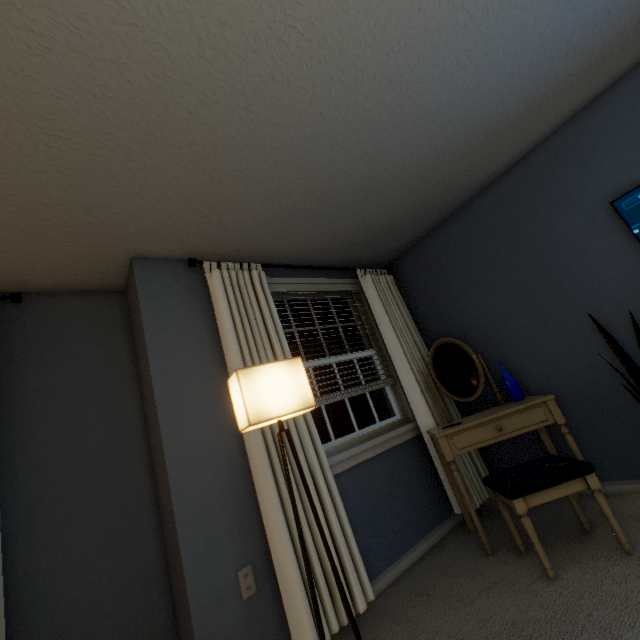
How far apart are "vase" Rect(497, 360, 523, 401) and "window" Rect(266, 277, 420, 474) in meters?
0.8

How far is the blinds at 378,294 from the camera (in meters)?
2.14

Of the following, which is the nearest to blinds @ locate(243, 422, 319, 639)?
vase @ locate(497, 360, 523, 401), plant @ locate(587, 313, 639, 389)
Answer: vase @ locate(497, 360, 523, 401)

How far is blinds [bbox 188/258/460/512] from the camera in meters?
2.1 m

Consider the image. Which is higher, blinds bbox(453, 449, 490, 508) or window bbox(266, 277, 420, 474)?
window bbox(266, 277, 420, 474)

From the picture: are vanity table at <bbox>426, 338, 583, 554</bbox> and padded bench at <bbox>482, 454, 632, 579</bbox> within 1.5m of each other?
yes

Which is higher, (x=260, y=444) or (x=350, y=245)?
(x=350, y=245)

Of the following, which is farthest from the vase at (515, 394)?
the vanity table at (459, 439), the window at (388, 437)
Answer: the window at (388, 437)
